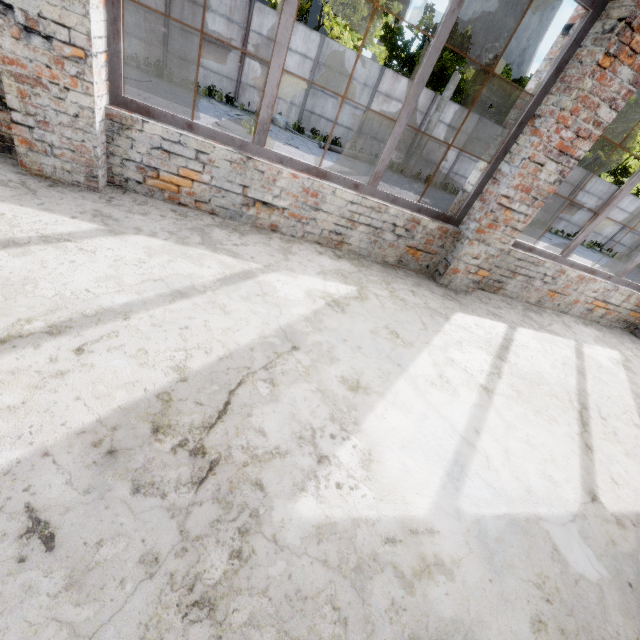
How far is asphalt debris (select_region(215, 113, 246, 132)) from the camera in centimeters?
1120cm

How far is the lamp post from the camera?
14.23m

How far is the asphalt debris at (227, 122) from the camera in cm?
1120

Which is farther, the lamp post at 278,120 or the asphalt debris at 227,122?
the lamp post at 278,120

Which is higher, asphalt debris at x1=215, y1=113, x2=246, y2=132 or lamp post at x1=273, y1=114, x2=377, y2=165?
lamp post at x1=273, y1=114, x2=377, y2=165

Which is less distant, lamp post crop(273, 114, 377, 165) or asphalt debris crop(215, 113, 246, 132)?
asphalt debris crop(215, 113, 246, 132)

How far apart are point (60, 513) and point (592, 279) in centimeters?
645cm
